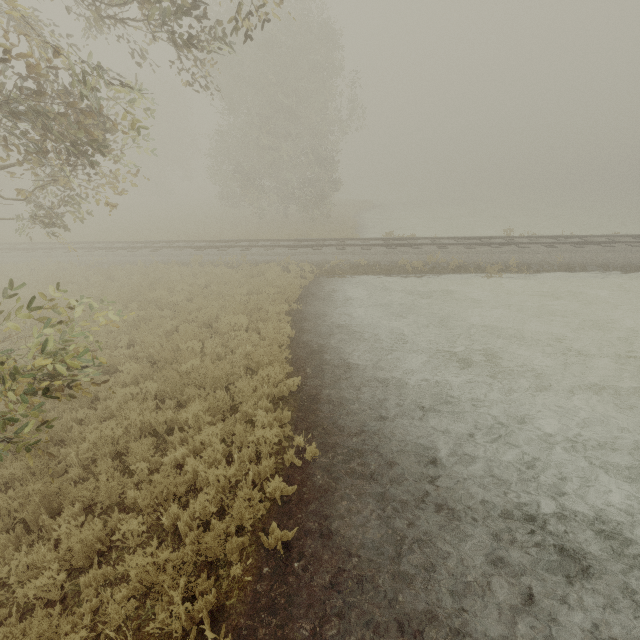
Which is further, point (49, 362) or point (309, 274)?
point (309, 274)
